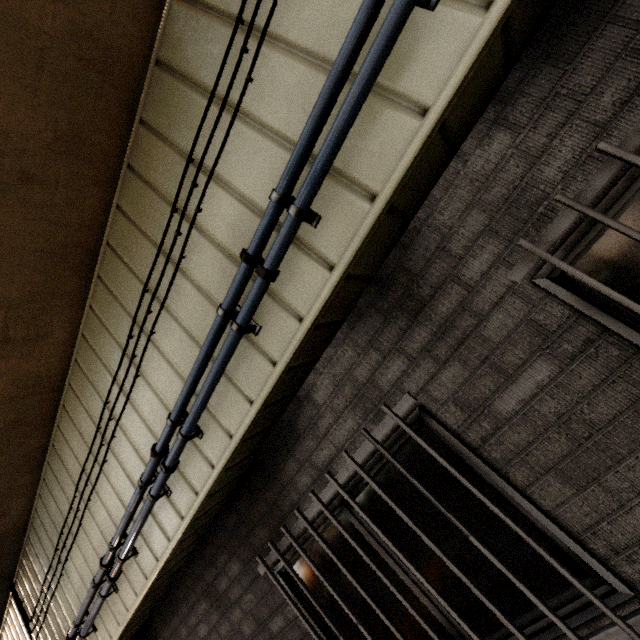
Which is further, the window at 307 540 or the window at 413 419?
the window at 307 540

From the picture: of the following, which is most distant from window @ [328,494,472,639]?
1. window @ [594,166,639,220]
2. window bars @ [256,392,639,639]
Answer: window @ [594,166,639,220]

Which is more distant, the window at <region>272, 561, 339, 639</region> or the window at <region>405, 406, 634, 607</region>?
the window at <region>272, 561, 339, 639</region>

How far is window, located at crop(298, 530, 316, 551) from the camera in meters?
2.2

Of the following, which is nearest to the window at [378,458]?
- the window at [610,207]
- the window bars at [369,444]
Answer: the window bars at [369,444]

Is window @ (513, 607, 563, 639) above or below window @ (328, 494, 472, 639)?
below

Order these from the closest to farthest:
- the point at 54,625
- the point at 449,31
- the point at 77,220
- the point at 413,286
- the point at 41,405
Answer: the point at 449,31 → the point at 413,286 → the point at 77,220 → the point at 41,405 → the point at 54,625
